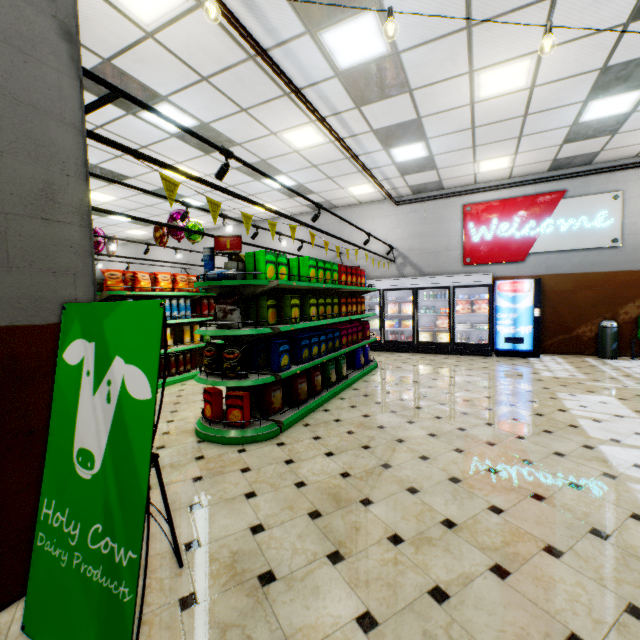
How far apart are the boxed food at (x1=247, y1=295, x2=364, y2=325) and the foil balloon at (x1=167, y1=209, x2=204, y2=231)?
3.4 meters

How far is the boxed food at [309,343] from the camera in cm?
415

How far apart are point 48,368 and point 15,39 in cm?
188

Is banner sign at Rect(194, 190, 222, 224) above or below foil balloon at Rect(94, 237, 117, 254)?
below

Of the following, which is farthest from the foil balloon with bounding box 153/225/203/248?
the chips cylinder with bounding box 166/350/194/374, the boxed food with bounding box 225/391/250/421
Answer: the boxed food with bounding box 225/391/250/421

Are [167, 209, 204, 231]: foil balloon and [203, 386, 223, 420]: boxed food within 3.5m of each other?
no

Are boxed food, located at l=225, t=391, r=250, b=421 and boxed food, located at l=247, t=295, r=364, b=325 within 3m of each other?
yes

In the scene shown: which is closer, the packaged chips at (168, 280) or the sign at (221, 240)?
the sign at (221, 240)
